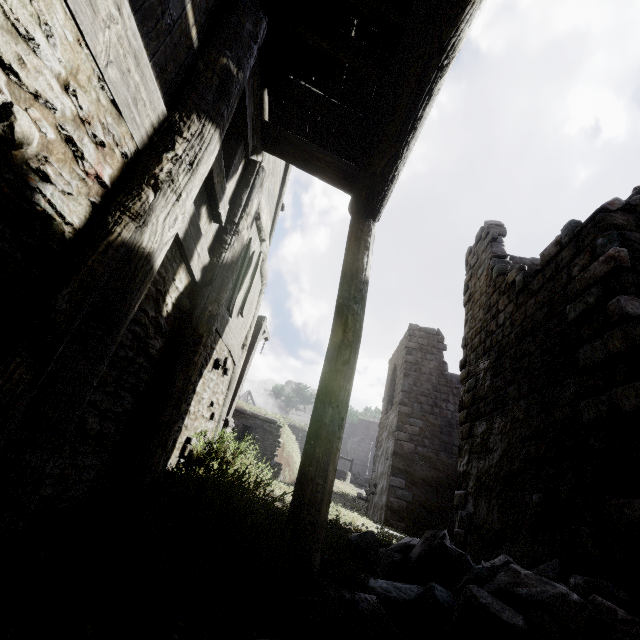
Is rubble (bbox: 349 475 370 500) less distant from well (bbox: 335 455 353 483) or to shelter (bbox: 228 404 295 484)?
well (bbox: 335 455 353 483)

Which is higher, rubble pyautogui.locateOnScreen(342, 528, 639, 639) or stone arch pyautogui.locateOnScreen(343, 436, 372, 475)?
stone arch pyautogui.locateOnScreen(343, 436, 372, 475)

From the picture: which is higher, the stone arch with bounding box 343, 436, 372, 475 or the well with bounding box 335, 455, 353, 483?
the stone arch with bounding box 343, 436, 372, 475

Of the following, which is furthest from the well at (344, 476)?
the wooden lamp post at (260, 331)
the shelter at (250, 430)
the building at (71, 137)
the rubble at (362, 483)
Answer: the wooden lamp post at (260, 331)

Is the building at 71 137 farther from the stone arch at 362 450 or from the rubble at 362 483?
the stone arch at 362 450

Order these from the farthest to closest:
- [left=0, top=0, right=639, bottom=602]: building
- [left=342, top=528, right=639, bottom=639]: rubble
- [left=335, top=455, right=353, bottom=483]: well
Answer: Result: [left=335, top=455, right=353, bottom=483]: well → [left=342, top=528, right=639, bottom=639]: rubble → [left=0, top=0, right=639, bottom=602]: building

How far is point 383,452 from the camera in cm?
1781

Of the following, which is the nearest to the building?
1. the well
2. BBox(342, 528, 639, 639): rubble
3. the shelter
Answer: BBox(342, 528, 639, 639): rubble
